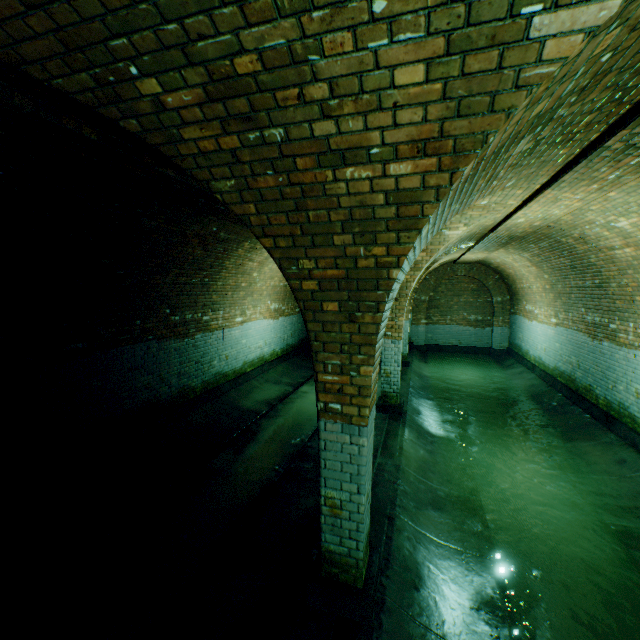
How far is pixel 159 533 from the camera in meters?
4.6

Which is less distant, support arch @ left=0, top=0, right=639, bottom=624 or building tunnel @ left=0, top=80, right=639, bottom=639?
support arch @ left=0, top=0, right=639, bottom=624

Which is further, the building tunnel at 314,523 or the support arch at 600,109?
the building tunnel at 314,523
